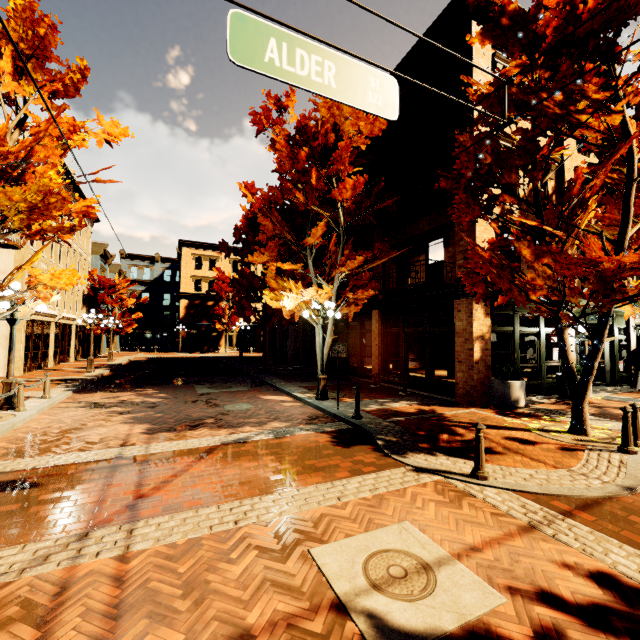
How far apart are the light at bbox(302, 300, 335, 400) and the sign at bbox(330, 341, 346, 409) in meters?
1.2

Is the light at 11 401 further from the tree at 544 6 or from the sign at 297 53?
the sign at 297 53

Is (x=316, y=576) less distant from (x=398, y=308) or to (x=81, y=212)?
(x=81, y=212)

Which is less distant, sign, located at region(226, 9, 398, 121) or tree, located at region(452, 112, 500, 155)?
sign, located at region(226, 9, 398, 121)

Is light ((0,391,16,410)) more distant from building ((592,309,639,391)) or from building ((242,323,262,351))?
building ((242,323,262,351))

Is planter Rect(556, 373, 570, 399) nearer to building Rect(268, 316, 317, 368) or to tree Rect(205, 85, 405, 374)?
building Rect(268, 316, 317, 368)

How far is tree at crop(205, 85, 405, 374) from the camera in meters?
10.3

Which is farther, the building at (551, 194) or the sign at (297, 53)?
the building at (551, 194)
